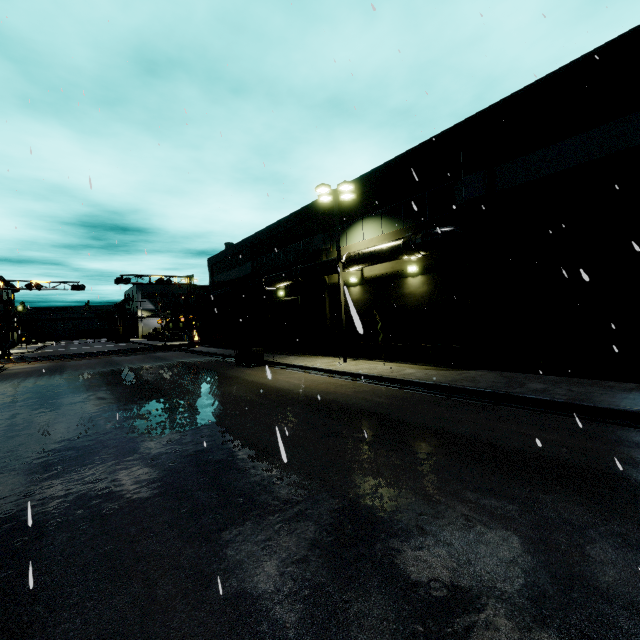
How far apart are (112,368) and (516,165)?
28.2m

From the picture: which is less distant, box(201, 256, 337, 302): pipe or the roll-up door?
box(201, 256, 337, 302): pipe

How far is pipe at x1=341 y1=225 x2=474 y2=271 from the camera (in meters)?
13.91

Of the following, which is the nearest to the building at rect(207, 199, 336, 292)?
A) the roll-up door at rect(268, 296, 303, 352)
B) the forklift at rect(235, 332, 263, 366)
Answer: the roll-up door at rect(268, 296, 303, 352)

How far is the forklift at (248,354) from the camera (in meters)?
20.62

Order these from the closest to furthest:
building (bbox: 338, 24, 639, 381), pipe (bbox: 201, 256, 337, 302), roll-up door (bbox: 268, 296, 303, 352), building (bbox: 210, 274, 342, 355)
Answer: building (bbox: 338, 24, 639, 381)
pipe (bbox: 201, 256, 337, 302)
building (bbox: 210, 274, 342, 355)
roll-up door (bbox: 268, 296, 303, 352)

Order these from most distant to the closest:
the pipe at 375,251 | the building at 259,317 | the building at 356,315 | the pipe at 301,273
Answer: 1. the building at 259,317
2. the pipe at 301,273
3. the pipe at 375,251
4. the building at 356,315

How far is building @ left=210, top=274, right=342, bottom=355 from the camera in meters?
22.0
